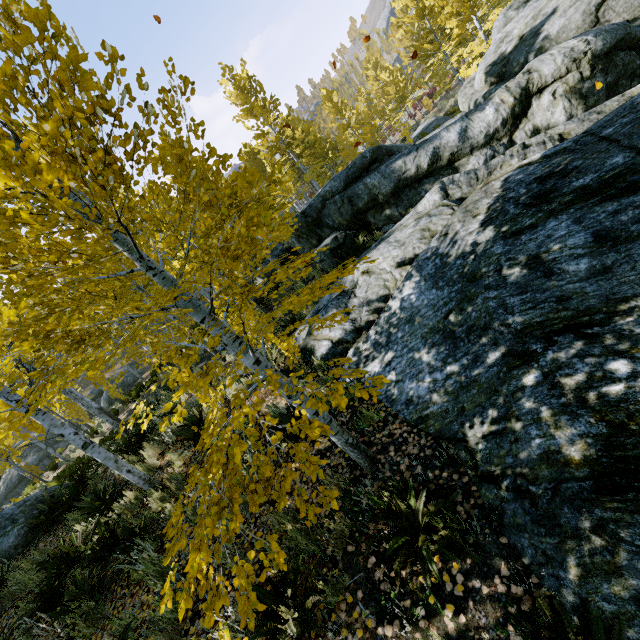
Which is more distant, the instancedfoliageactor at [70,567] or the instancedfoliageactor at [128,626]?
the instancedfoliageactor at [128,626]

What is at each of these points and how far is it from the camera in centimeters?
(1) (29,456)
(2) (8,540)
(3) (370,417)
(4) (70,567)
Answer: (1) rock, 2450cm
(2) rock, 735cm
(3) instancedfoliageactor, 412cm
(4) instancedfoliageactor, 536cm

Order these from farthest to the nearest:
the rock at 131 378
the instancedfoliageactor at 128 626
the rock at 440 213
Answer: the rock at 131 378 → the instancedfoliageactor at 128 626 → the rock at 440 213

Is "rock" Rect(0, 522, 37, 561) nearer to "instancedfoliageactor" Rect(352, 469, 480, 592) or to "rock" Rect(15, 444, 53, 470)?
"instancedfoliageactor" Rect(352, 469, 480, 592)

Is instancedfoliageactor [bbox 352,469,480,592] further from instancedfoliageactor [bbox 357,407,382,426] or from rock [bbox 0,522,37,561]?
rock [bbox 0,522,37,561]

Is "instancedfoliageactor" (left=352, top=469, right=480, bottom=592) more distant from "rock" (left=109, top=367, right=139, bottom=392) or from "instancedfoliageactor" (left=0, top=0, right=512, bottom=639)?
"rock" (left=109, top=367, right=139, bottom=392)

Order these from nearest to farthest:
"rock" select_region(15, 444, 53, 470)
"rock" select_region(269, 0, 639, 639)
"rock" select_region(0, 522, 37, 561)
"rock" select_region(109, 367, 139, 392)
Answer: "rock" select_region(269, 0, 639, 639)
"rock" select_region(0, 522, 37, 561)
"rock" select_region(15, 444, 53, 470)
"rock" select_region(109, 367, 139, 392)

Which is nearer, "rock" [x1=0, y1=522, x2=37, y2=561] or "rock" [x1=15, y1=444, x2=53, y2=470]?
"rock" [x1=0, y1=522, x2=37, y2=561]
